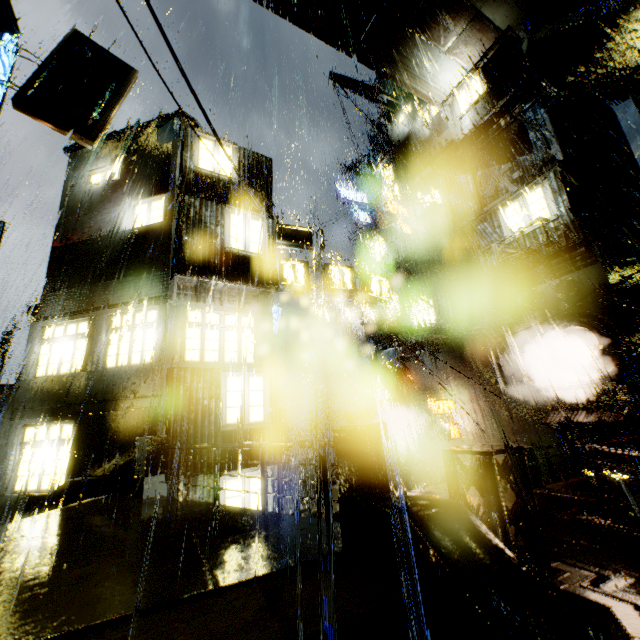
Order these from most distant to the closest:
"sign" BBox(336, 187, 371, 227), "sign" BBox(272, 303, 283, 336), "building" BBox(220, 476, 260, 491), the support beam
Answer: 1. "sign" BBox(336, 187, 371, 227)
2. "sign" BBox(272, 303, 283, 336)
3. "building" BBox(220, 476, 260, 491)
4. the support beam

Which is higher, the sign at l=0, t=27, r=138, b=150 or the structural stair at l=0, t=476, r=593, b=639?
the sign at l=0, t=27, r=138, b=150

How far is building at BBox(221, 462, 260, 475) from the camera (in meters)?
9.48

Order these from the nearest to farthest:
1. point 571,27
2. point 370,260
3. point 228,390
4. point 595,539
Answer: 1. point 595,539
2. point 228,390
3. point 571,27
4. point 370,260

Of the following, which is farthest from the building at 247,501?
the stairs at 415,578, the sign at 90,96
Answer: the stairs at 415,578

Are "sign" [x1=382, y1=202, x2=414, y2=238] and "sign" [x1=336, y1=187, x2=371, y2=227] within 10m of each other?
yes

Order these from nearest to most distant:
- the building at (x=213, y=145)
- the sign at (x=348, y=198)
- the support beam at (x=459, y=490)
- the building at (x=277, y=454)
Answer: the support beam at (x=459, y=490) < the building at (x=277, y=454) < the building at (x=213, y=145) < the sign at (x=348, y=198)

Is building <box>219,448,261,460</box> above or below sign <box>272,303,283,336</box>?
below
